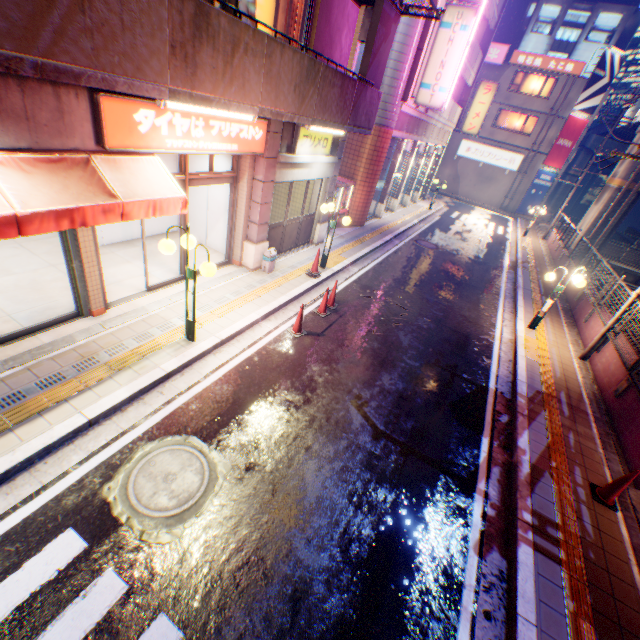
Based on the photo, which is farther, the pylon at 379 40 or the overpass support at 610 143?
the overpass support at 610 143

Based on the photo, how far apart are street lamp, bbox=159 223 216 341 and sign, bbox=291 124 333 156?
4.8m

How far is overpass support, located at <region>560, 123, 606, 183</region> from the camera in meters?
38.4 m

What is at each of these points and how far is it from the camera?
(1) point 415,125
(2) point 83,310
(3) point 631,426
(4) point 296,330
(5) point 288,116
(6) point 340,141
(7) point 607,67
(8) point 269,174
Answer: (1) balcony, 17.2m
(2) door, 6.5m
(3) concrete block, 6.9m
(4) road cone, 8.0m
(5) balcony, 6.9m
(6) column, 11.1m
(7) billboard, 27.6m
(8) column, 8.6m

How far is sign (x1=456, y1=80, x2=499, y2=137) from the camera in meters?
23.1

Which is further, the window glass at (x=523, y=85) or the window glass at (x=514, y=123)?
the window glass at (x=514, y=123)

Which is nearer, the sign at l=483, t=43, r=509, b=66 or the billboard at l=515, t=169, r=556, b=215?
the sign at l=483, t=43, r=509, b=66

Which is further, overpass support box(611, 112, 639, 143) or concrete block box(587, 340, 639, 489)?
overpass support box(611, 112, 639, 143)
